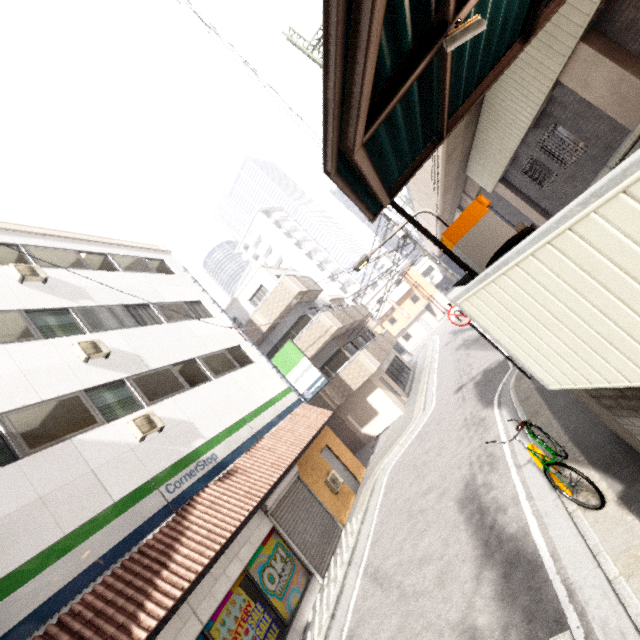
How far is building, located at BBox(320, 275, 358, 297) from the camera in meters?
57.0 m

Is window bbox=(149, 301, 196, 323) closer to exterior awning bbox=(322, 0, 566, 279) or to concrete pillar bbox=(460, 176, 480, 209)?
exterior awning bbox=(322, 0, 566, 279)

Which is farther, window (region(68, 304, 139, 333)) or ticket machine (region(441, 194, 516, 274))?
window (region(68, 304, 139, 333))

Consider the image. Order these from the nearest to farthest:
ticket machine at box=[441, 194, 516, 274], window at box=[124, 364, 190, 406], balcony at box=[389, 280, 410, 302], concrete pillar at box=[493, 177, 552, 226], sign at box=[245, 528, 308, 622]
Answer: ticket machine at box=[441, 194, 516, 274], sign at box=[245, 528, 308, 622], window at box=[124, 364, 190, 406], concrete pillar at box=[493, 177, 552, 226], balcony at box=[389, 280, 410, 302]

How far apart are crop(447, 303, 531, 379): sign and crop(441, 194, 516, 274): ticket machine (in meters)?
4.04

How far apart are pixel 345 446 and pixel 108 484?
13.84m

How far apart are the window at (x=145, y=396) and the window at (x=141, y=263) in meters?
4.9

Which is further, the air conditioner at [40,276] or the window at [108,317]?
the window at [108,317]
